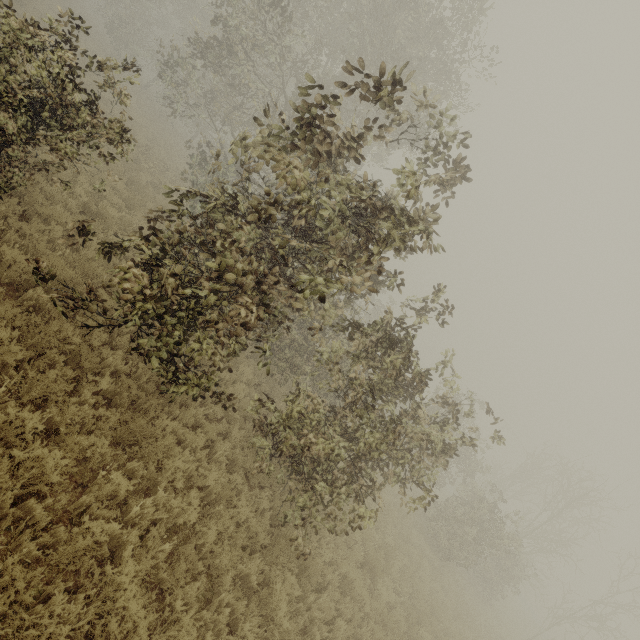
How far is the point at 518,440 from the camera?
48.00m
